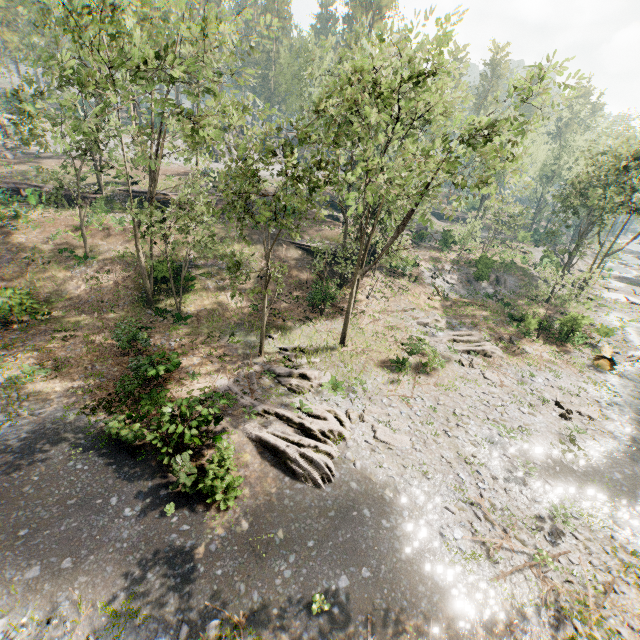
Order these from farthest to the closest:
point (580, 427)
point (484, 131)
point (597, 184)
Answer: point (484, 131)
point (597, 184)
point (580, 427)

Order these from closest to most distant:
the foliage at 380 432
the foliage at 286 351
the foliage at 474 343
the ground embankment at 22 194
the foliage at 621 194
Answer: the foliage at 621 194 → the foliage at 380 432 → the foliage at 286 351 → the foliage at 474 343 → the ground embankment at 22 194

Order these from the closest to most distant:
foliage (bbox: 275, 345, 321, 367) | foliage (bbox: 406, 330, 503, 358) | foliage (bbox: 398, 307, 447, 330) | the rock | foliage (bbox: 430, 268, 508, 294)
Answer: foliage (bbox: 275, 345, 321, 367) → foliage (bbox: 406, 330, 503, 358) → foliage (bbox: 398, 307, 447, 330) → foliage (bbox: 430, 268, 508, 294) → the rock

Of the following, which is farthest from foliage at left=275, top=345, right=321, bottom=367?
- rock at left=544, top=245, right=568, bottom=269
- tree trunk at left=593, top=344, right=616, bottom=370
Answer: tree trunk at left=593, top=344, right=616, bottom=370

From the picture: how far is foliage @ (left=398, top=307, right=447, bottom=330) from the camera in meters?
28.3 m

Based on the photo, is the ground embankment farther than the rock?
No

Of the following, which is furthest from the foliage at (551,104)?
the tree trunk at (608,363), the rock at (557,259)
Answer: the tree trunk at (608,363)
